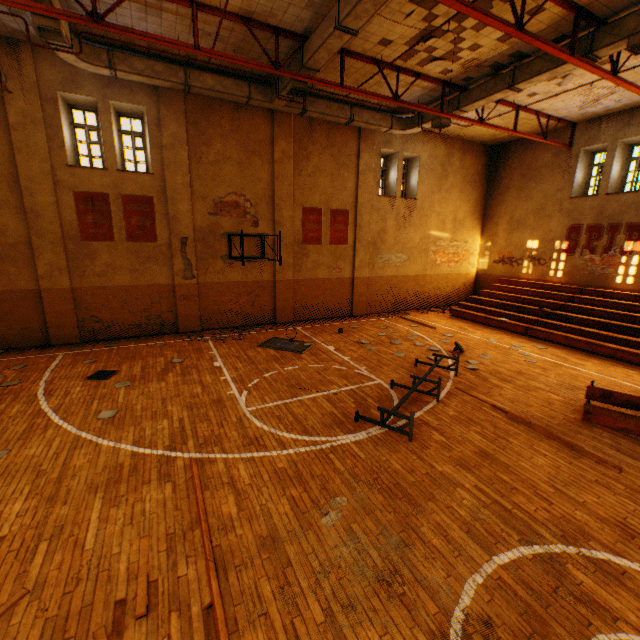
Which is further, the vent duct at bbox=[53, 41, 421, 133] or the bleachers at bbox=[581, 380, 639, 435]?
the vent duct at bbox=[53, 41, 421, 133]

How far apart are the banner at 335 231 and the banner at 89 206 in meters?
8.3 m

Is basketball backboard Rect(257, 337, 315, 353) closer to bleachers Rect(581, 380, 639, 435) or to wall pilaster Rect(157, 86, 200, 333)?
wall pilaster Rect(157, 86, 200, 333)

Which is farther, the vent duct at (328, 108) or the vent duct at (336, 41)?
the vent duct at (328, 108)

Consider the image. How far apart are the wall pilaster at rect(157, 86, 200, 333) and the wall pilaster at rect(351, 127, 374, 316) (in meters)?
7.11

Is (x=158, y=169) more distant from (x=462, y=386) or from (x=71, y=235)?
(x=462, y=386)

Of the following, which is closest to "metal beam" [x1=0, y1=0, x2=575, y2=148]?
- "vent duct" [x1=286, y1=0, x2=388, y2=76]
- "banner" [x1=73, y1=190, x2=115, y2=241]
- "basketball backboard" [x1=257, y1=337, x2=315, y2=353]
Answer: "vent duct" [x1=286, y1=0, x2=388, y2=76]

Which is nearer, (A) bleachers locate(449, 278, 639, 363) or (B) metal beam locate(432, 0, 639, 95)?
(B) metal beam locate(432, 0, 639, 95)
